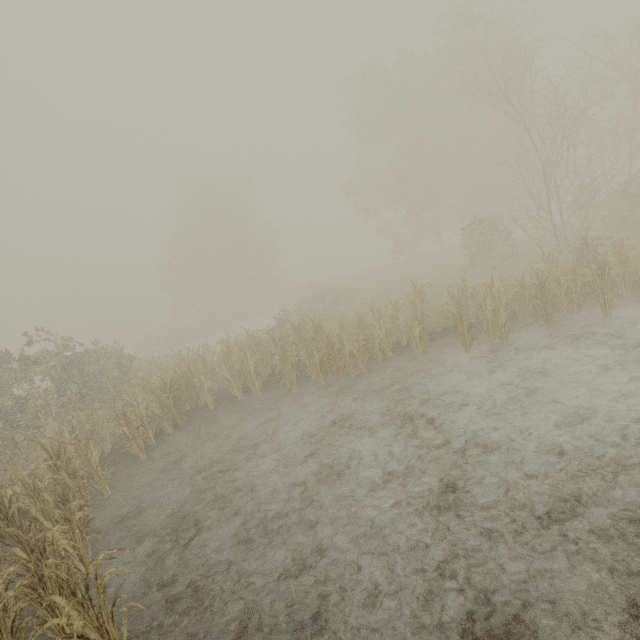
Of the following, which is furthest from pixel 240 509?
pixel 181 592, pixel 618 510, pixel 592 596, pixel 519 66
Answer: pixel 519 66
